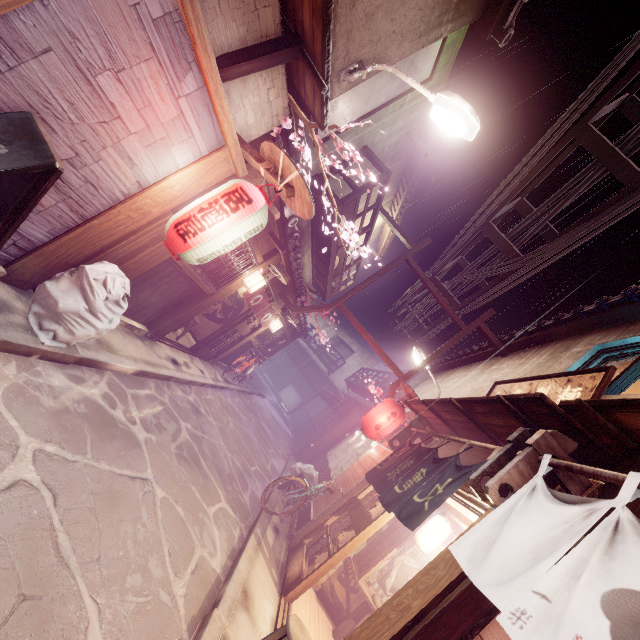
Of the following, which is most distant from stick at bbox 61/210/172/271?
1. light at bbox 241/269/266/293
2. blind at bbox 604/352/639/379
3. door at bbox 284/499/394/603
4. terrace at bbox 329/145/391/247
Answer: blind at bbox 604/352/639/379

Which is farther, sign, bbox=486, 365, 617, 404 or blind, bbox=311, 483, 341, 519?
blind, bbox=311, 483, 341, 519

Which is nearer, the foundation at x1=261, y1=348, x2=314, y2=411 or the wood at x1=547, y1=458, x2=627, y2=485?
the wood at x1=547, y1=458, x2=627, y2=485

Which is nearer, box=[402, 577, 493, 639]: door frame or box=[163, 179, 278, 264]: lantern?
box=[402, 577, 493, 639]: door frame

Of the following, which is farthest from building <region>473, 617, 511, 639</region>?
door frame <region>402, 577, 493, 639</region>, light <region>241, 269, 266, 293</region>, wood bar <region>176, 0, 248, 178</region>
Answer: light <region>241, 269, 266, 293</region>

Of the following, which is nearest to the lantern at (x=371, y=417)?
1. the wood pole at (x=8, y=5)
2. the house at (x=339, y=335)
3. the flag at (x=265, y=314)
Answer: the flag at (x=265, y=314)

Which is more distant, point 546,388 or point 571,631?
point 546,388

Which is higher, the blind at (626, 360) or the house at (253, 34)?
the blind at (626, 360)
